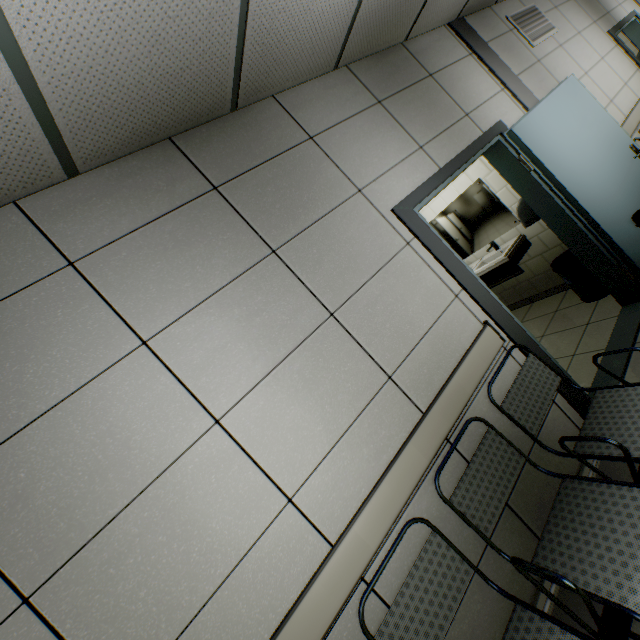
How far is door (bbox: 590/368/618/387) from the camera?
2.5 meters

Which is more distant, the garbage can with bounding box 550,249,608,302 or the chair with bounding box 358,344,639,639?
the garbage can with bounding box 550,249,608,302

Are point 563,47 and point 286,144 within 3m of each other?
no

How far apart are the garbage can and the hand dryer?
0.7m

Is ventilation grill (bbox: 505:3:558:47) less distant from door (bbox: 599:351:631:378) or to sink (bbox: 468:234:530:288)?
door (bbox: 599:351:631:378)

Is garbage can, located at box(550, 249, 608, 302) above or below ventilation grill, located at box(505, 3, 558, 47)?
below

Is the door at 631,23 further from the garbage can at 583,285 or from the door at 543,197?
the garbage can at 583,285

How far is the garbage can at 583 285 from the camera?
3.5 meters
